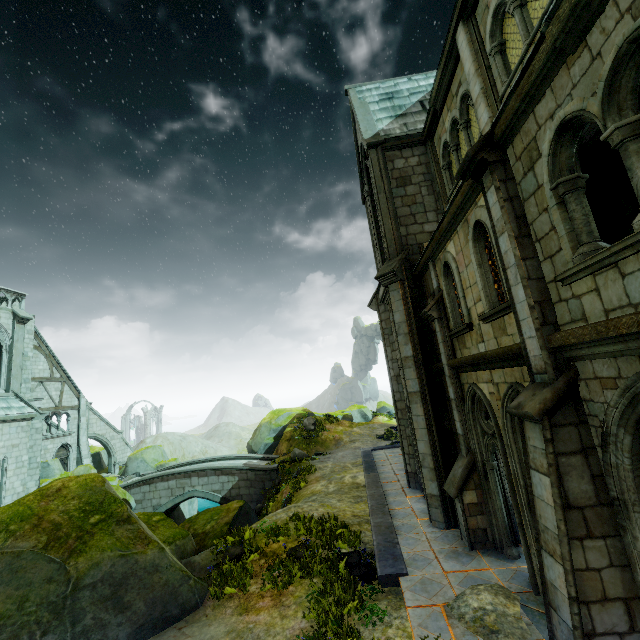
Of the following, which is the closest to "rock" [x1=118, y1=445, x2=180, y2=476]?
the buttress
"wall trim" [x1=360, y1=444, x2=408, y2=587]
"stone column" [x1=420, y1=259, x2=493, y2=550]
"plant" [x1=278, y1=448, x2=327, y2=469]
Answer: the buttress

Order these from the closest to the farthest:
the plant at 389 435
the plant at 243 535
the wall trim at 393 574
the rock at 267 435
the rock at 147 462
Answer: the wall trim at 393 574, the plant at 243 535, the plant at 389 435, the rock at 147 462, the rock at 267 435

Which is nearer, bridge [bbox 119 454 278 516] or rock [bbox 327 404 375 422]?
bridge [bbox 119 454 278 516]

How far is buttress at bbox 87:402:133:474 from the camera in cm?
2916

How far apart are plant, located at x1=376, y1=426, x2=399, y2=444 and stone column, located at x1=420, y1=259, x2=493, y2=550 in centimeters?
1731cm

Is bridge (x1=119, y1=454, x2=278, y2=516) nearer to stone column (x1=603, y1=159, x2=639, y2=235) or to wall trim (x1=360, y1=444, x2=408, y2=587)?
wall trim (x1=360, y1=444, x2=408, y2=587)

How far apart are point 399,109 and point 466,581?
17.0m

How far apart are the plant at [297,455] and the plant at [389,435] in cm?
671
